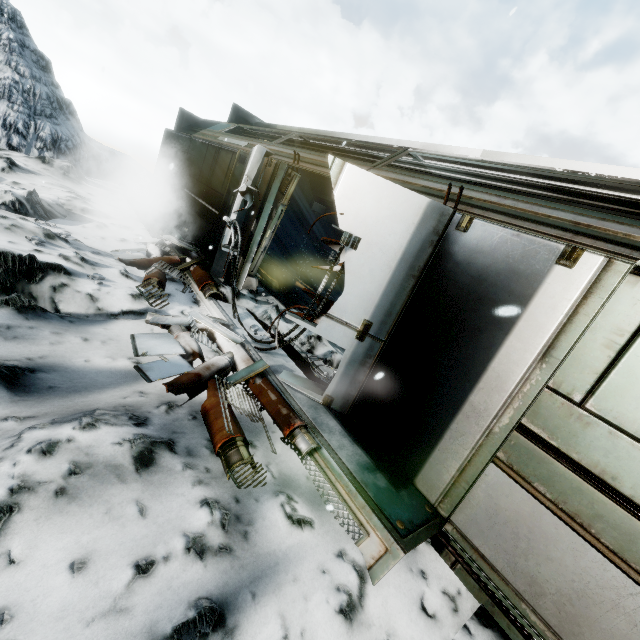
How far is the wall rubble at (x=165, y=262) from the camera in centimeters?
524cm

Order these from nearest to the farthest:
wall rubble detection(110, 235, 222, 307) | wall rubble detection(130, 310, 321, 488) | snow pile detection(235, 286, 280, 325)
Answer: → wall rubble detection(130, 310, 321, 488), wall rubble detection(110, 235, 222, 307), snow pile detection(235, 286, 280, 325)

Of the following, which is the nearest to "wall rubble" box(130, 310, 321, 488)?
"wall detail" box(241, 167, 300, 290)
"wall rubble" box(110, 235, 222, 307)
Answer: "wall rubble" box(110, 235, 222, 307)

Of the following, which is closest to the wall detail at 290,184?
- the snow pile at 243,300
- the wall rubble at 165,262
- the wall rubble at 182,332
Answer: the snow pile at 243,300

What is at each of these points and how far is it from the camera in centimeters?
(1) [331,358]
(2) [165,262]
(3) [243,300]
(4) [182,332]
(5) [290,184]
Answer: (1) snow pile, 527cm
(2) wall rubble, 655cm
(3) snow pile, 623cm
(4) wall rubble, 431cm
(5) wall detail, 607cm

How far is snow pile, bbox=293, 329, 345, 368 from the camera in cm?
528

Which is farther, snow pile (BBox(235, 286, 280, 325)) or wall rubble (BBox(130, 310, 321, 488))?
snow pile (BBox(235, 286, 280, 325))

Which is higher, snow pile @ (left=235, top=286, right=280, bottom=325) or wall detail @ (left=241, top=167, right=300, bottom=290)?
wall detail @ (left=241, top=167, right=300, bottom=290)
